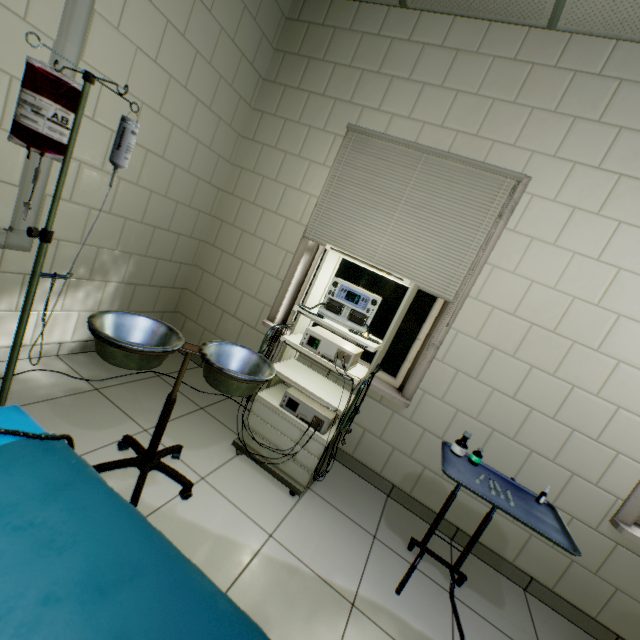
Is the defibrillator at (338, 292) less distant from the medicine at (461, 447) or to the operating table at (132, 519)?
the medicine at (461, 447)

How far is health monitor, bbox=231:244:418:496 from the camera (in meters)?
1.89

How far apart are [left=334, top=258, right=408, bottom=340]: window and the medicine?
0.8 meters

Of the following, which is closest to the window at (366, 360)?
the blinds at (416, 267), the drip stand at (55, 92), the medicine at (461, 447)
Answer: the blinds at (416, 267)

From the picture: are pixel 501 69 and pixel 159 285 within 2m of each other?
no

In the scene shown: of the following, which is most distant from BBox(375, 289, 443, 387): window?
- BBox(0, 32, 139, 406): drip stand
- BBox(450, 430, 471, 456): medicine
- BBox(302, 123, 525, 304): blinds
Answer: BBox(0, 32, 139, 406): drip stand

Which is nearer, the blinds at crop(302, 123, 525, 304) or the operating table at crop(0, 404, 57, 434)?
the operating table at crop(0, 404, 57, 434)

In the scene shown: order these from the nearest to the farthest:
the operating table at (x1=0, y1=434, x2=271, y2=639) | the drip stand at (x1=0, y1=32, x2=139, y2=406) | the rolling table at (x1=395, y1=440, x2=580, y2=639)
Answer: the operating table at (x1=0, y1=434, x2=271, y2=639) < the drip stand at (x1=0, y1=32, x2=139, y2=406) < the rolling table at (x1=395, y1=440, x2=580, y2=639)
